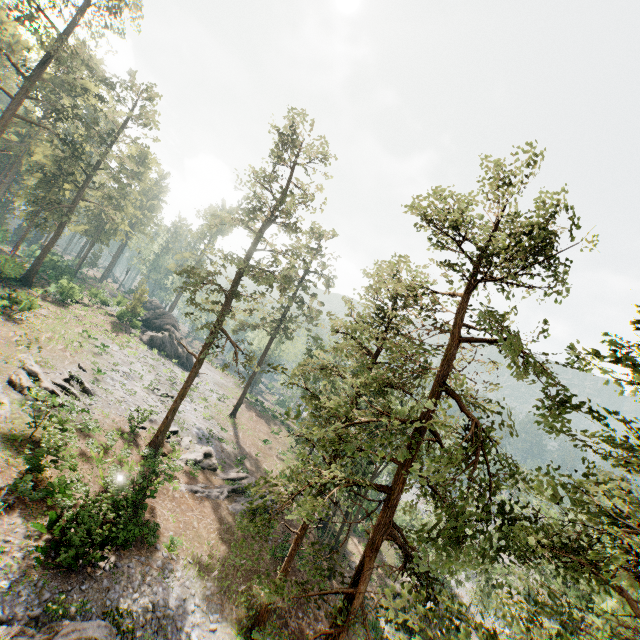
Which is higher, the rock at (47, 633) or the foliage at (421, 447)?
the foliage at (421, 447)

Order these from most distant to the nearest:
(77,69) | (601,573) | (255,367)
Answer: (77,69) → (255,367) → (601,573)

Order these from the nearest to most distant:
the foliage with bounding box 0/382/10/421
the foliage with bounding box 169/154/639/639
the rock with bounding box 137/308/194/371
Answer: the foliage with bounding box 169/154/639/639, the foliage with bounding box 0/382/10/421, the rock with bounding box 137/308/194/371

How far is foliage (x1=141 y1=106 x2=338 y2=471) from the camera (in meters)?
23.78

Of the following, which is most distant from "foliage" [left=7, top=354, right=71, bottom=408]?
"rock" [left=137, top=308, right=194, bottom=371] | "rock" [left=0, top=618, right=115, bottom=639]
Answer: "rock" [left=0, top=618, right=115, bottom=639]

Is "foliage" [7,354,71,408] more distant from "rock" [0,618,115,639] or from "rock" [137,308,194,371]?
"rock" [0,618,115,639]

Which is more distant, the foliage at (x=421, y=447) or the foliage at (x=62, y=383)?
the foliage at (x=62, y=383)
